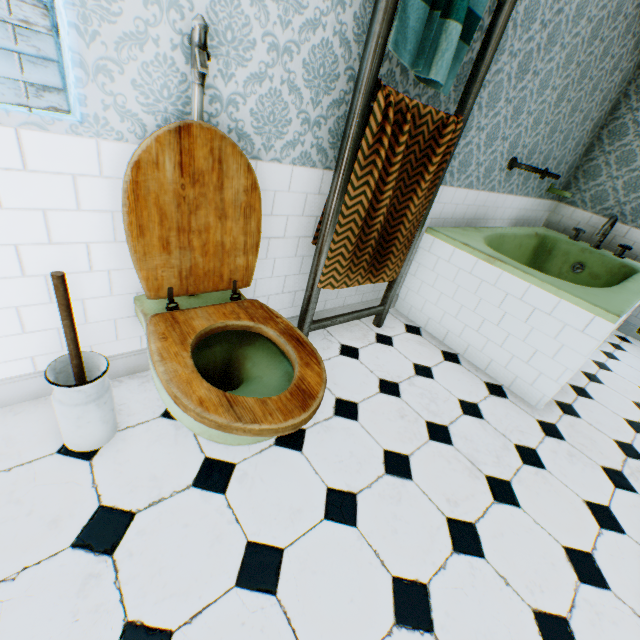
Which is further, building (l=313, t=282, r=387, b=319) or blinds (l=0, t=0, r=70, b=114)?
building (l=313, t=282, r=387, b=319)

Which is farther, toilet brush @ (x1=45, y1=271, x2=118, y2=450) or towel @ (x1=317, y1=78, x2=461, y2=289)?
towel @ (x1=317, y1=78, x2=461, y2=289)

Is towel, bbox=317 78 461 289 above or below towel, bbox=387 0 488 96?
below

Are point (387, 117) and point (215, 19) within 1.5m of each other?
yes

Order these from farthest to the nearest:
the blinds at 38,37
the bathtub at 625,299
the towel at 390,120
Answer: the bathtub at 625,299
the towel at 390,120
the blinds at 38,37

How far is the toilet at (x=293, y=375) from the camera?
1.1m

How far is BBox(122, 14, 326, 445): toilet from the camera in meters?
1.1 m

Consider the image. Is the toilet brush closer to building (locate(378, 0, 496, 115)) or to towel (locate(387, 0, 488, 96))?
building (locate(378, 0, 496, 115))
